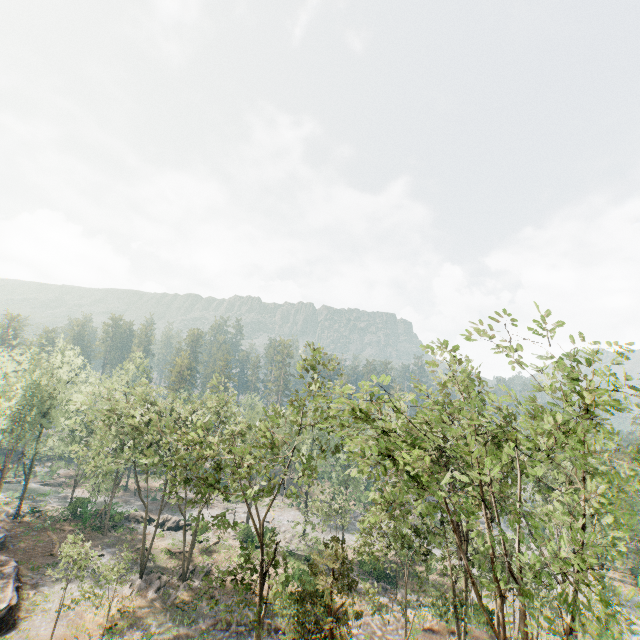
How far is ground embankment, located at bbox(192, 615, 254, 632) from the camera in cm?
2497

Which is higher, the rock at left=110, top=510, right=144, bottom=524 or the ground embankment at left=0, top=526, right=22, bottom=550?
the rock at left=110, top=510, right=144, bottom=524

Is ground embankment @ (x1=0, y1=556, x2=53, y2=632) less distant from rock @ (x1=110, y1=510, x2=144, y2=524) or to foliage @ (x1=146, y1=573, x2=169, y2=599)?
foliage @ (x1=146, y1=573, x2=169, y2=599)

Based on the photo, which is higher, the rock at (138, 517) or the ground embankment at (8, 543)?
the rock at (138, 517)

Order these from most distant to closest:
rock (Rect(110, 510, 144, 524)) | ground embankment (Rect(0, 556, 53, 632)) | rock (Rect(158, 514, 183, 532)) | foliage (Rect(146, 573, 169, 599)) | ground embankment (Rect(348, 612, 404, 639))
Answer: rock (Rect(158, 514, 183, 532)) < rock (Rect(110, 510, 144, 524)) < foliage (Rect(146, 573, 169, 599)) < ground embankment (Rect(348, 612, 404, 639)) < ground embankment (Rect(0, 556, 53, 632))

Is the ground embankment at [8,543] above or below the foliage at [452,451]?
below

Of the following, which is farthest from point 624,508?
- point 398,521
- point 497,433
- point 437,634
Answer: point 398,521

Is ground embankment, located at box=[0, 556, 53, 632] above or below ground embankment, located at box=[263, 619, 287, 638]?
below
